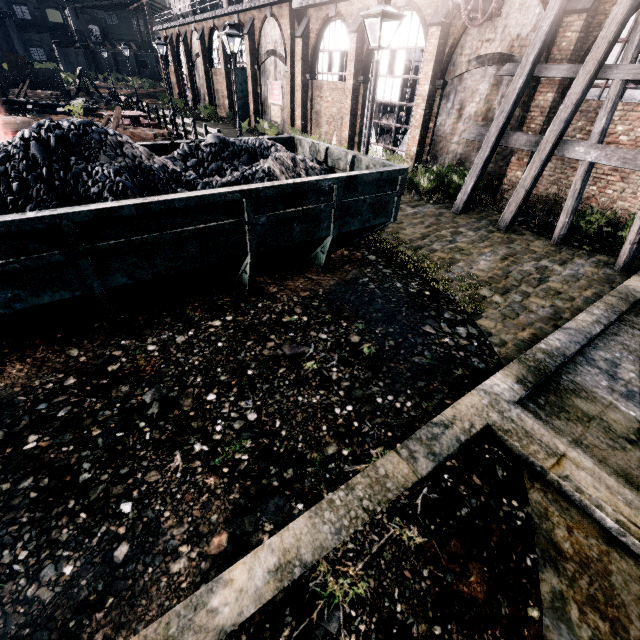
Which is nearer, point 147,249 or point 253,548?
point 253,548

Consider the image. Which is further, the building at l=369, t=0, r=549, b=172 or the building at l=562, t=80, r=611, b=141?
the building at l=369, t=0, r=549, b=172

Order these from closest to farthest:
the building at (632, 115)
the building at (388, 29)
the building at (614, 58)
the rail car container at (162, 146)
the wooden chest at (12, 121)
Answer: the rail car container at (162, 146)
the building at (614, 58)
the building at (632, 115)
the building at (388, 29)
the wooden chest at (12, 121)

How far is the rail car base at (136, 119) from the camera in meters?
22.3 m

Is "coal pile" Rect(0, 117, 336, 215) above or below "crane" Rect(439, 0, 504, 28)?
below

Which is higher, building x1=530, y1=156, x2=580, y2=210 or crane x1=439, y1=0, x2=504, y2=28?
crane x1=439, y1=0, x2=504, y2=28

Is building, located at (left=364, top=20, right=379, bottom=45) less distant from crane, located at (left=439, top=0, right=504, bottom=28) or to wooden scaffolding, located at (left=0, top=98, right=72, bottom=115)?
crane, located at (left=439, top=0, right=504, bottom=28)

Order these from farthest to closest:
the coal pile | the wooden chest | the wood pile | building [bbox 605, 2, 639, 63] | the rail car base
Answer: the rail car base < the wooden chest < the wood pile < building [bbox 605, 2, 639, 63] < the coal pile
